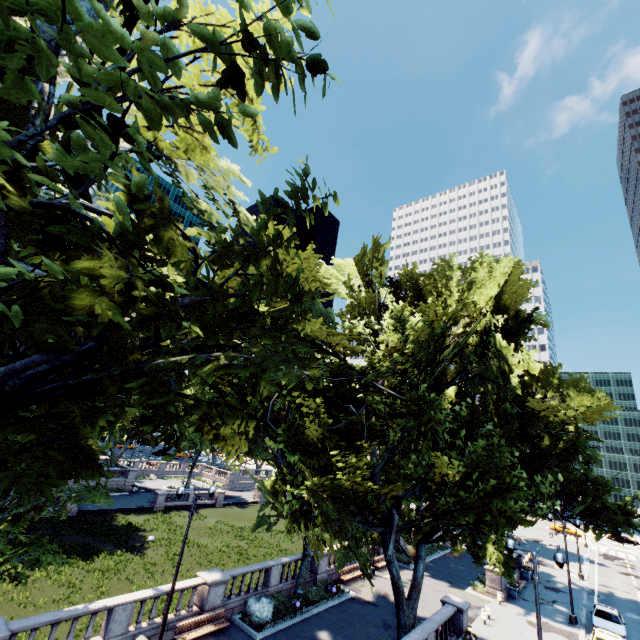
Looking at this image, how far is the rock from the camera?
18.4m

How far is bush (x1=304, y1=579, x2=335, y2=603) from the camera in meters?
22.0

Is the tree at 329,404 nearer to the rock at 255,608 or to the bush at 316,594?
the bush at 316,594

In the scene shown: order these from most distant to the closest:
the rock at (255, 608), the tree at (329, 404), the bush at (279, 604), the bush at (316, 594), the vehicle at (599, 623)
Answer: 1. the bush at (316, 594)
2. the vehicle at (599, 623)
3. the bush at (279, 604)
4. the rock at (255, 608)
5. the tree at (329, 404)

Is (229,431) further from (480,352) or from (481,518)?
(480,352)

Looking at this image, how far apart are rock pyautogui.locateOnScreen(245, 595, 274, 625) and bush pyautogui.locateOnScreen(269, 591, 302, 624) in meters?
0.0

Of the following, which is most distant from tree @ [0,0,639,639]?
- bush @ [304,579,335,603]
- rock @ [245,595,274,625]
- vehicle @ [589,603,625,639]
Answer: vehicle @ [589,603,625,639]

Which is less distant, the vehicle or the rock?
the rock
